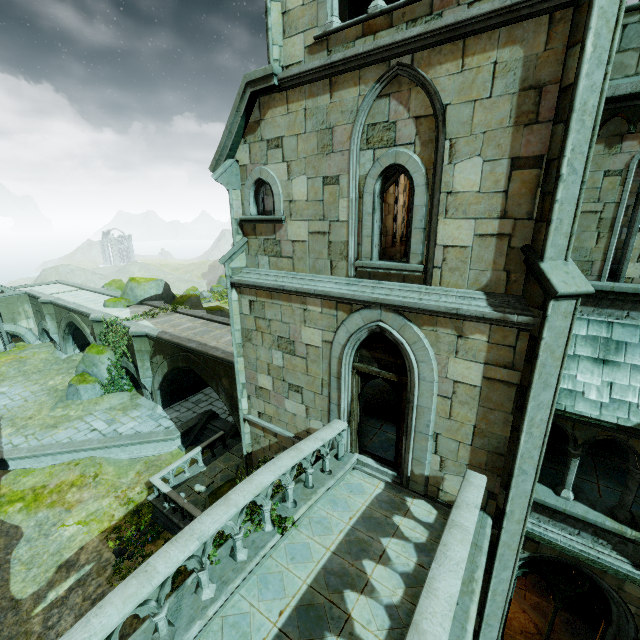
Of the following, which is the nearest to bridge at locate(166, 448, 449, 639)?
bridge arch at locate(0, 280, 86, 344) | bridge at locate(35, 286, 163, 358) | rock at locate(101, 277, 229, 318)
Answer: bridge at locate(35, 286, 163, 358)

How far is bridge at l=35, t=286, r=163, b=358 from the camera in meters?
Result: 22.1 m

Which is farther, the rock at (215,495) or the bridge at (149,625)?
the rock at (215,495)

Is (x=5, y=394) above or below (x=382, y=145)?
below

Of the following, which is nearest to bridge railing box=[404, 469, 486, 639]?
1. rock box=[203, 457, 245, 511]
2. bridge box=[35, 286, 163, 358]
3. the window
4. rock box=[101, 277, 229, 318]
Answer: rock box=[203, 457, 245, 511]

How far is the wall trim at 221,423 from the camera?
17.56m

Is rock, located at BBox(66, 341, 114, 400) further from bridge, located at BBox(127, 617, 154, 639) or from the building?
bridge, located at BBox(127, 617, 154, 639)

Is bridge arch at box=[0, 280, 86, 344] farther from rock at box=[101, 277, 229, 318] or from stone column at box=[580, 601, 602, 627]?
stone column at box=[580, 601, 602, 627]
